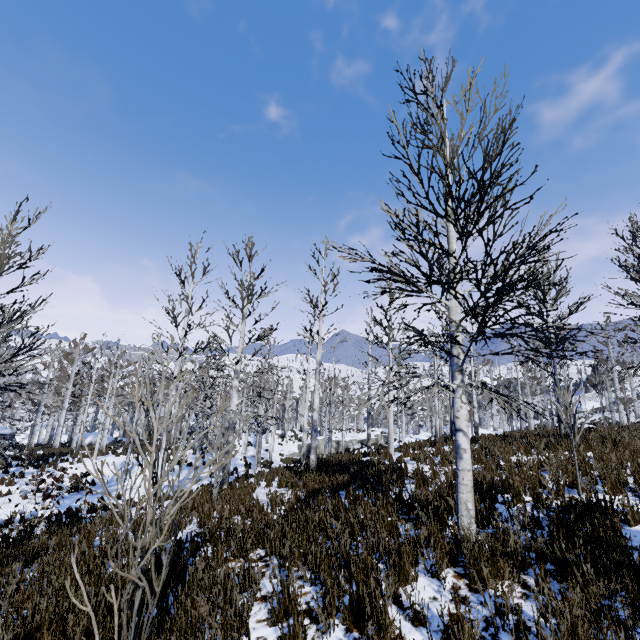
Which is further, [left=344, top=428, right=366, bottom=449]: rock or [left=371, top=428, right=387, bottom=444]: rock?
[left=371, top=428, right=387, bottom=444]: rock

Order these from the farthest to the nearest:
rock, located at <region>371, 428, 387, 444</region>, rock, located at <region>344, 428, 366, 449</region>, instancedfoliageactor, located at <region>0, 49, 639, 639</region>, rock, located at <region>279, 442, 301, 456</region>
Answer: rock, located at <region>371, 428, 387, 444</region>
rock, located at <region>344, 428, 366, 449</region>
rock, located at <region>279, 442, 301, 456</region>
instancedfoliageactor, located at <region>0, 49, 639, 639</region>

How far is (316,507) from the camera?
6.7m

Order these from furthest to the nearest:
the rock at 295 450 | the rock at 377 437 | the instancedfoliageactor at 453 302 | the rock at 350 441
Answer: the rock at 377 437, the rock at 350 441, the rock at 295 450, the instancedfoliageactor at 453 302

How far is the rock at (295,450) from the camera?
32.84m

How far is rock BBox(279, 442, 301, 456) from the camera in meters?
32.8
